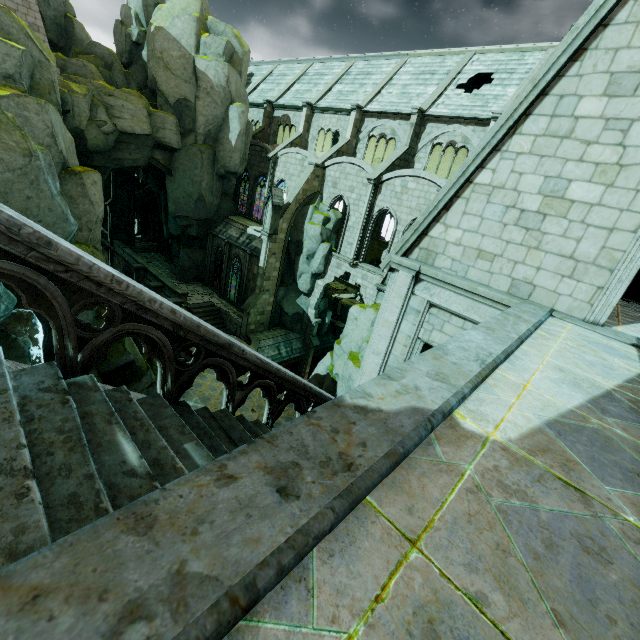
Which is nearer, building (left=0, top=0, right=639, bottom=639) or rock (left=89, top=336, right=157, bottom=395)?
building (left=0, top=0, right=639, bottom=639)

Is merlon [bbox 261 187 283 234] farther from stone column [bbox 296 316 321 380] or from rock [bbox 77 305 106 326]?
stone column [bbox 296 316 321 380]

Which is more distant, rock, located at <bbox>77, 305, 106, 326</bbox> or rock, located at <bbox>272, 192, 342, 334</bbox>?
rock, located at <bbox>272, 192, 342, 334</bbox>

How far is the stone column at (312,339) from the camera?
30.0m

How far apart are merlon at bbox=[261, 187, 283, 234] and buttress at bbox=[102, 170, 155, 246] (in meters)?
23.13

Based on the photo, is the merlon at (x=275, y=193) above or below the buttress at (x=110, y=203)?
above

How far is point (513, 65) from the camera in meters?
22.9 m

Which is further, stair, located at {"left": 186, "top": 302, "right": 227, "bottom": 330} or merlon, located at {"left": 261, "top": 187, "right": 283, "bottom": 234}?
stair, located at {"left": 186, "top": 302, "right": 227, "bottom": 330}
